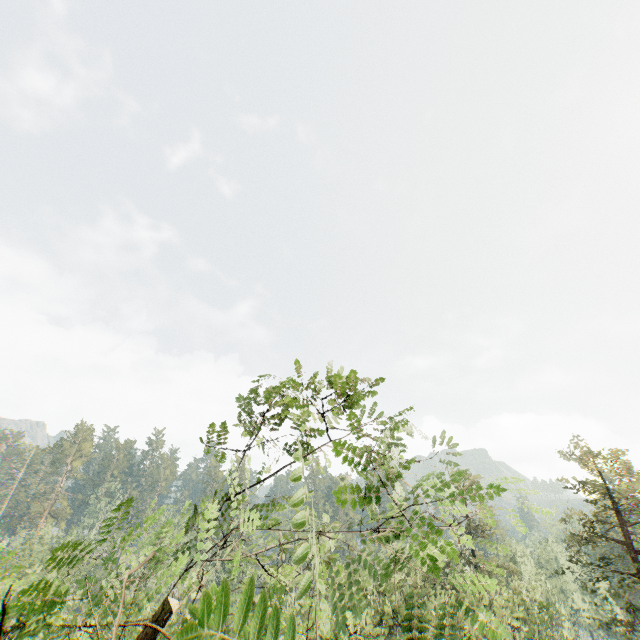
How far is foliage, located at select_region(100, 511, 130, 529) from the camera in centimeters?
253cm

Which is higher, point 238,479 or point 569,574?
point 238,479

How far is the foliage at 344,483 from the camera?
2.76m

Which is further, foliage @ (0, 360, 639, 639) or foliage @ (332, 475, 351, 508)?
foliage @ (332, 475, 351, 508)

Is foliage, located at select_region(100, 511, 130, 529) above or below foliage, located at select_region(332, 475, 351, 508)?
below
